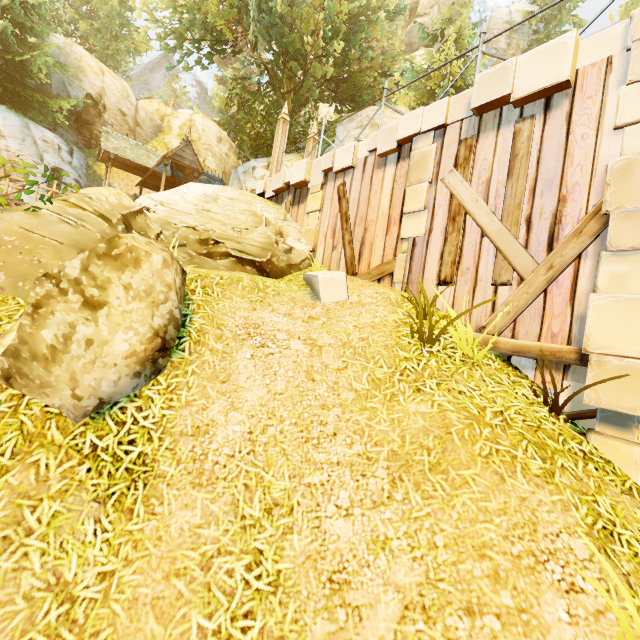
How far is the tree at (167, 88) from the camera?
57.94m

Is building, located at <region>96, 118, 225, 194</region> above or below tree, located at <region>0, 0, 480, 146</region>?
below

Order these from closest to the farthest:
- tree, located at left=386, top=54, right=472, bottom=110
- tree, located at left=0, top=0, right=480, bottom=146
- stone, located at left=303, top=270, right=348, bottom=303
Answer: stone, located at left=303, top=270, right=348, bottom=303 < tree, located at left=0, top=0, right=480, bottom=146 < tree, located at left=386, top=54, right=472, bottom=110

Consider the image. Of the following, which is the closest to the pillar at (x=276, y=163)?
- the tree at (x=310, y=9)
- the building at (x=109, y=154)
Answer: the tree at (x=310, y=9)

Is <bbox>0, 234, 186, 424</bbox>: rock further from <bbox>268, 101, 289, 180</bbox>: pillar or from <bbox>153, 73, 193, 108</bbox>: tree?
<bbox>153, 73, 193, 108</bbox>: tree

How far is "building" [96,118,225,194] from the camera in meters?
17.5 m

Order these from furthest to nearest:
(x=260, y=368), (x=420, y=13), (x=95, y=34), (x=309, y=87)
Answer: (x=95, y=34) < (x=420, y=13) < (x=309, y=87) < (x=260, y=368)

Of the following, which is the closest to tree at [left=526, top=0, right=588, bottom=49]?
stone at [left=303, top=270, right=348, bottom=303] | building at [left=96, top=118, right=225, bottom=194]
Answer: building at [left=96, top=118, right=225, bottom=194]
